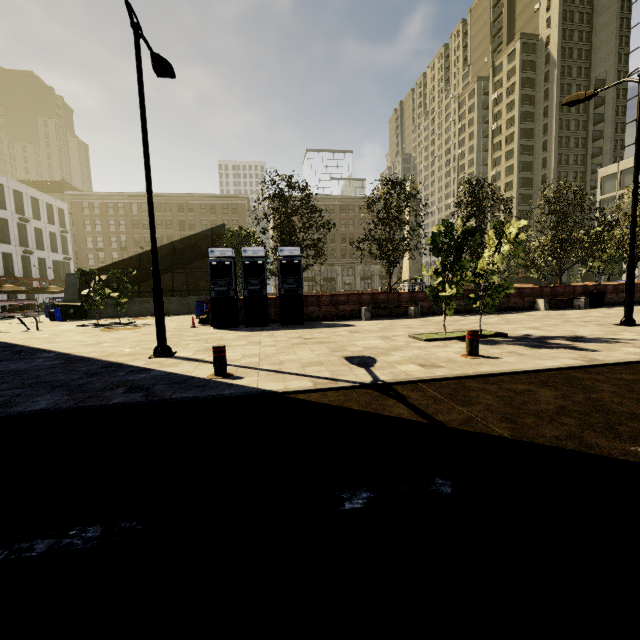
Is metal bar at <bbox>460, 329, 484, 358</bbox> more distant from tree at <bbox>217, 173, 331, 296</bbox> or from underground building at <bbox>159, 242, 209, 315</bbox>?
underground building at <bbox>159, 242, 209, 315</bbox>

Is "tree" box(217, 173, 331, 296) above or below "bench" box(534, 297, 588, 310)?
above

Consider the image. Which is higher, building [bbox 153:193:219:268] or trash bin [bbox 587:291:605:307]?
building [bbox 153:193:219:268]

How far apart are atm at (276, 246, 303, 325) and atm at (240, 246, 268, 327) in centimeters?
45cm

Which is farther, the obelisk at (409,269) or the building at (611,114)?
the building at (611,114)

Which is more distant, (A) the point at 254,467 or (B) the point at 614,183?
(B) the point at 614,183

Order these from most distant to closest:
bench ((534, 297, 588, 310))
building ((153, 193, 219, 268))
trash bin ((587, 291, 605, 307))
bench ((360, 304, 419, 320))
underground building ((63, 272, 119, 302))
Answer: building ((153, 193, 219, 268)) < underground building ((63, 272, 119, 302)) < trash bin ((587, 291, 605, 307)) < bench ((534, 297, 588, 310)) < bench ((360, 304, 419, 320))

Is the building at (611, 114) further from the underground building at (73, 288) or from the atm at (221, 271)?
the atm at (221, 271)
